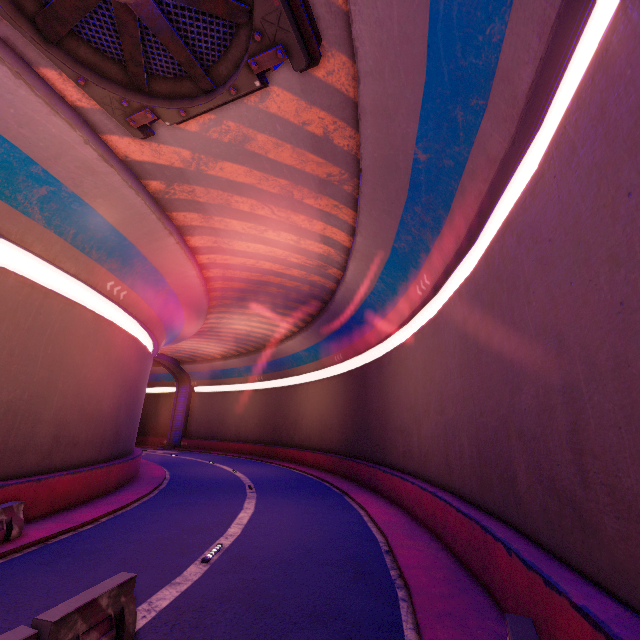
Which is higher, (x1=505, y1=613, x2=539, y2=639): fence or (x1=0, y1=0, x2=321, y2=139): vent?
(x1=0, y1=0, x2=321, y2=139): vent

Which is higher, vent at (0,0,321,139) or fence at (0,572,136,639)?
vent at (0,0,321,139)

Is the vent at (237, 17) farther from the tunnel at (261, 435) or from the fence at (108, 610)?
the fence at (108, 610)

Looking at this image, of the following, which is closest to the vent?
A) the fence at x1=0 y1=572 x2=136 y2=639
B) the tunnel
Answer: the tunnel

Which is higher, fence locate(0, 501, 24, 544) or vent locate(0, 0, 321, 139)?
vent locate(0, 0, 321, 139)

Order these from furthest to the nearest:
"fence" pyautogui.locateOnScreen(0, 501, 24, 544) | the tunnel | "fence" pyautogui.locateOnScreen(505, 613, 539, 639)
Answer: "fence" pyautogui.locateOnScreen(0, 501, 24, 544) < the tunnel < "fence" pyautogui.locateOnScreen(505, 613, 539, 639)

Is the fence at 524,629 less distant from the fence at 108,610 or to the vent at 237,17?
the fence at 108,610

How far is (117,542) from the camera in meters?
9.2 m
